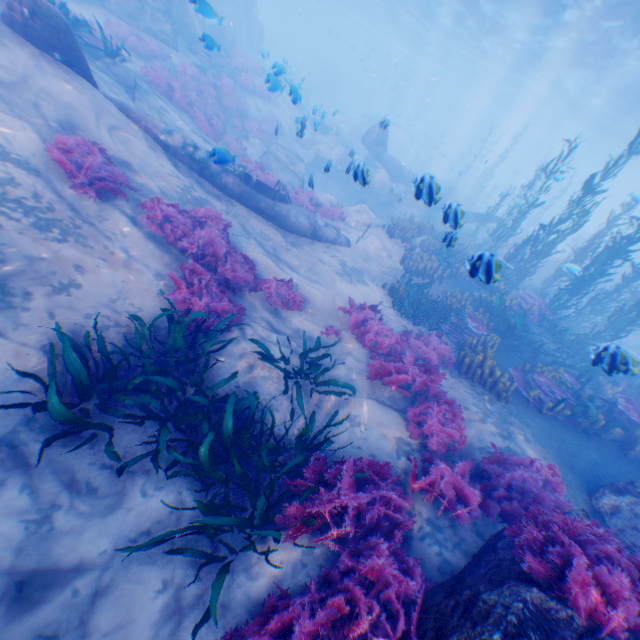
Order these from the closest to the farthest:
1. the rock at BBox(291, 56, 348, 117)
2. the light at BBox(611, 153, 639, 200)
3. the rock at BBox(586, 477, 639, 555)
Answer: the rock at BBox(586, 477, 639, 555) → the rock at BBox(291, 56, 348, 117) → the light at BBox(611, 153, 639, 200)

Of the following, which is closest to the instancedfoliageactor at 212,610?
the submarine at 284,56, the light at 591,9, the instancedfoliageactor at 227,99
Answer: the light at 591,9

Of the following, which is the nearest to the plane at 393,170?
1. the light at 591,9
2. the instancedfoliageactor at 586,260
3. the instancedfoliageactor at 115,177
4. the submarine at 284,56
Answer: the instancedfoliageactor at 586,260

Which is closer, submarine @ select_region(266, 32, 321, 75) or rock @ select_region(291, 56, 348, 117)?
submarine @ select_region(266, 32, 321, 75)

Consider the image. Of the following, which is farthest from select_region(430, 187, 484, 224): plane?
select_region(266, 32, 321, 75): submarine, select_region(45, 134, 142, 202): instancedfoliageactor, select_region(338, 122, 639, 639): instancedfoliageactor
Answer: select_region(266, 32, 321, 75): submarine

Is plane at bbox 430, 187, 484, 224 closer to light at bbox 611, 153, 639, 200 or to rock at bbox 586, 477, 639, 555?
rock at bbox 586, 477, 639, 555

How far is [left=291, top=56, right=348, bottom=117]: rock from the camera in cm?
3397

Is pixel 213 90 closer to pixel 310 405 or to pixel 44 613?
pixel 310 405
